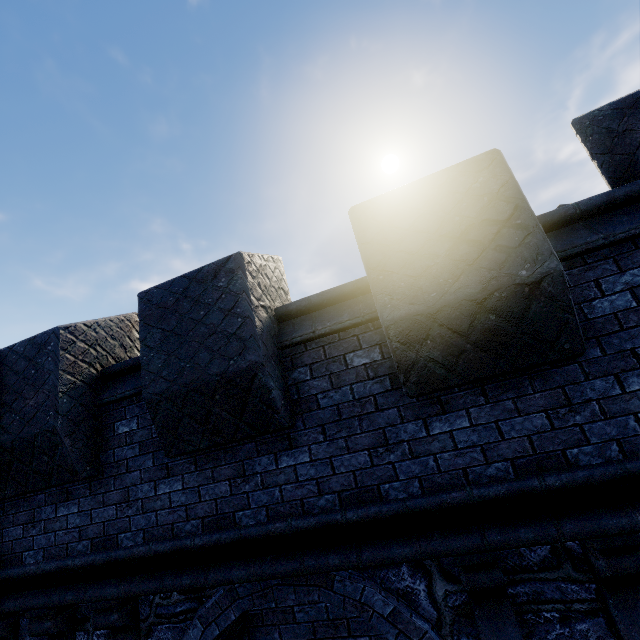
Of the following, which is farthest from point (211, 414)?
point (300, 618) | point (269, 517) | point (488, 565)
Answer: point (300, 618)
